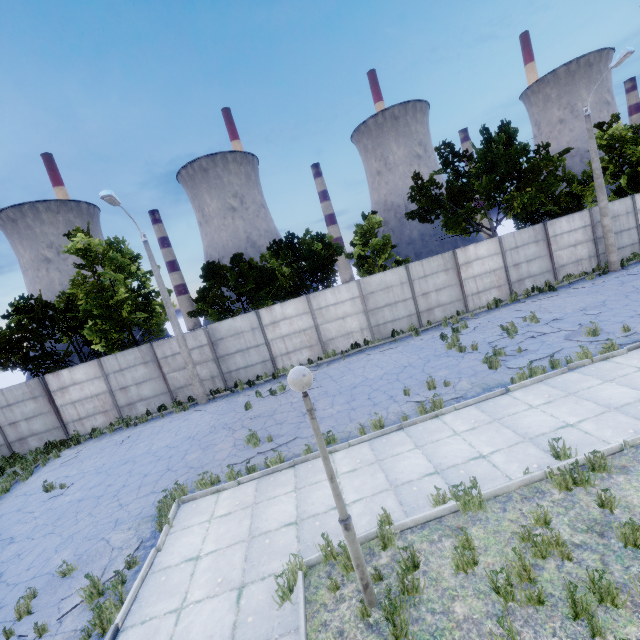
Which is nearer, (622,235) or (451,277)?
(451,277)

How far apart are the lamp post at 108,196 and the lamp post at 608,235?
23.30m

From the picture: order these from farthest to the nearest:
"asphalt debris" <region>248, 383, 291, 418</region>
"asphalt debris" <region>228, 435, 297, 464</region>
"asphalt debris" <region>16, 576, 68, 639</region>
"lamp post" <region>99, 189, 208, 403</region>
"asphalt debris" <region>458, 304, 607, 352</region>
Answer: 1. "lamp post" <region>99, 189, 208, 403</region>
2. "asphalt debris" <region>248, 383, 291, 418</region>
3. "asphalt debris" <region>458, 304, 607, 352</region>
4. "asphalt debris" <region>228, 435, 297, 464</region>
5. "asphalt debris" <region>16, 576, 68, 639</region>

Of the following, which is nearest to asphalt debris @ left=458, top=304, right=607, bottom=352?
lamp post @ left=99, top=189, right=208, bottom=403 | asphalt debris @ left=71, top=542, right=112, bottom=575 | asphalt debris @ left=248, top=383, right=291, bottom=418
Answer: asphalt debris @ left=248, top=383, right=291, bottom=418

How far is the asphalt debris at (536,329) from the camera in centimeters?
1124cm

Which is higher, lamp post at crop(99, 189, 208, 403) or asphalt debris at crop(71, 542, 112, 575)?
lamp post at crop(99, 189, 208, 403)

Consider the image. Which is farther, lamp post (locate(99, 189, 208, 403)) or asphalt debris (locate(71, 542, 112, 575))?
lamp post (locate(99, 189, 208, 403))

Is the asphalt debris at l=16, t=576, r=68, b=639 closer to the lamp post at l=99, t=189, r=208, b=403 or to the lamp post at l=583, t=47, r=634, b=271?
the lamp post at l=99, t=189, r=208, b=403
